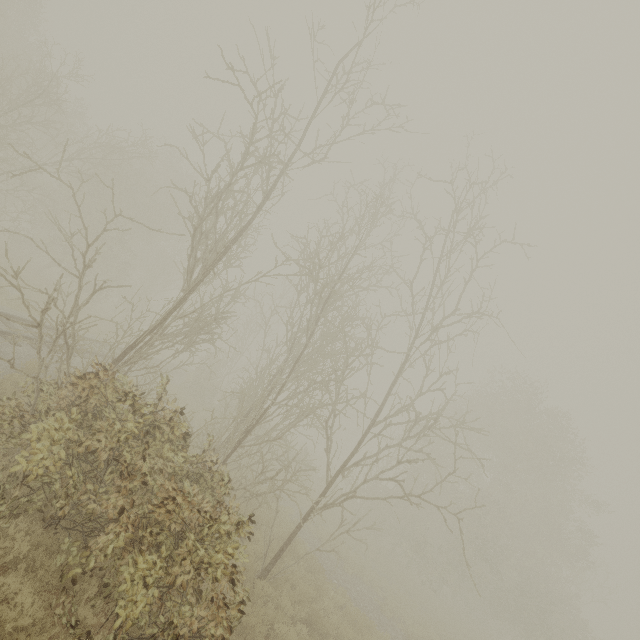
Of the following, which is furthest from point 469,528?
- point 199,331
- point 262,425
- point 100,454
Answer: point 100,454
